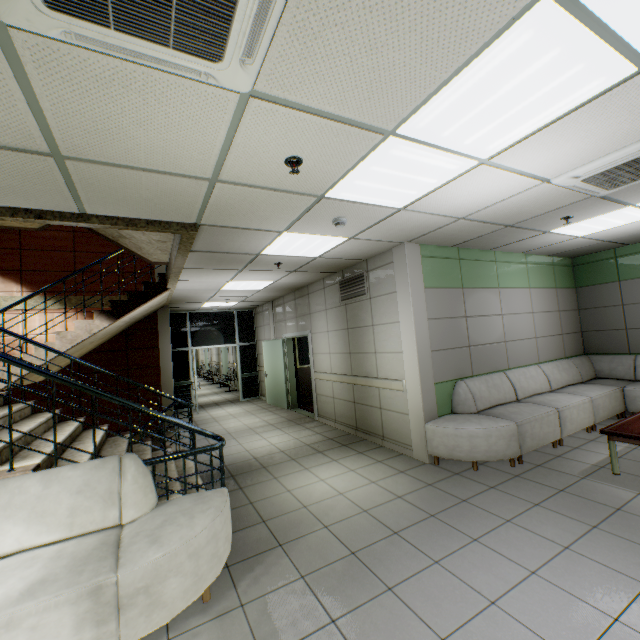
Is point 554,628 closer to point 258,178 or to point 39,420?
point 258,178

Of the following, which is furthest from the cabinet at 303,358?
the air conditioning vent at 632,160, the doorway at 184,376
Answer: the air conditioning vent at 632,160

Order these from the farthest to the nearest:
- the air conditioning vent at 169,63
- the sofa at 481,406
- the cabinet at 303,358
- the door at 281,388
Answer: the cabinet at 303,358
the door at 281,388
the sofa at 481,406
the air conditioning vent at 169,63

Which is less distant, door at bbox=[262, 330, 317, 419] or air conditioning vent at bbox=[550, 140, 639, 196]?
air conditioning vent at bbox=[550, 140, 639, 196]

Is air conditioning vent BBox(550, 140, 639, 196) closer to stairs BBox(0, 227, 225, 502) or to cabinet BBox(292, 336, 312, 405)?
stairs BBox(0, 227, 225, 502)

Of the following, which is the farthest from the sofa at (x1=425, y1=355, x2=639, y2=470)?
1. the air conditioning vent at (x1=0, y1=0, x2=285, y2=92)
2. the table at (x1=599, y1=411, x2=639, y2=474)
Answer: the air conditioning vent at (x1=0, y1=0, x2=285, y2=92)

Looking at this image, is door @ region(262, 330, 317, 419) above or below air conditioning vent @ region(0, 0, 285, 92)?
below

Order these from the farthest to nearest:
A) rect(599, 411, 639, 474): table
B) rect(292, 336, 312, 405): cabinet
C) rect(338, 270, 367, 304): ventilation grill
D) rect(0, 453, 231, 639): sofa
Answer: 1. rect(292, 336, 312, 405): cabinet
2. rect(338, 270, 367, 304): ventilation grill
3. rect(599, 411, 639, 474): table
4. rect(0, 453, 231, 639): sofa
